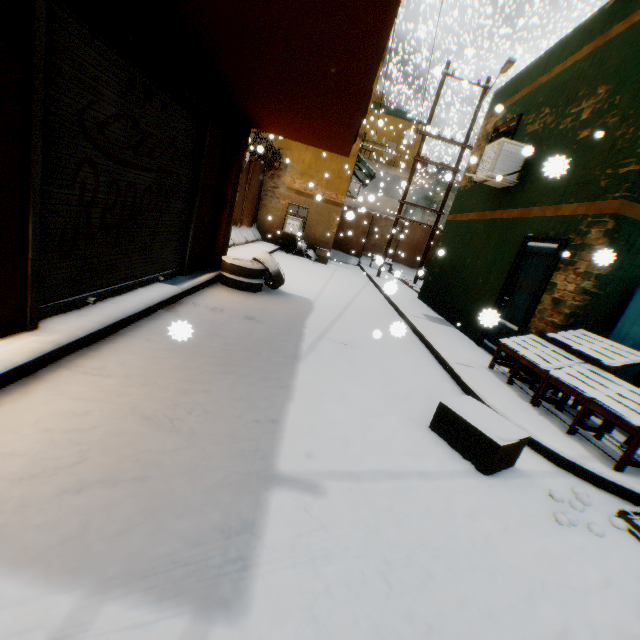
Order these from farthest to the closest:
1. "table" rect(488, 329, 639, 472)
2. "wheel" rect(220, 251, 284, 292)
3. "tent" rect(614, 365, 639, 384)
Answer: "wheel" rect(220, 251, 284, 292) < "tent" rect(614, 365, 639, 384) < "table" rect(488, 329, 639, 472)

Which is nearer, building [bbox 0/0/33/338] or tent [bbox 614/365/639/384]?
building [bbox 0/0/33/338]

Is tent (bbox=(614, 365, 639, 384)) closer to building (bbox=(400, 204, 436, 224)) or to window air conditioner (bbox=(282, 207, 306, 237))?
building (bbox=(400, 204, 436, 224))

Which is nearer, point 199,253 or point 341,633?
point 341,633

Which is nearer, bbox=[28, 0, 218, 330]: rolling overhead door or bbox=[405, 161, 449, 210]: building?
bbox=[28, 0, 218, 330]: rolling overhead door

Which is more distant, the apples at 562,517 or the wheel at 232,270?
the wheel at 232,270

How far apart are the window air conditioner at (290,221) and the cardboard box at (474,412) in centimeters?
1341cm

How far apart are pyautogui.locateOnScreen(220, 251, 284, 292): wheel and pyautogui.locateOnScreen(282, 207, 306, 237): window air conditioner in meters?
8.1
